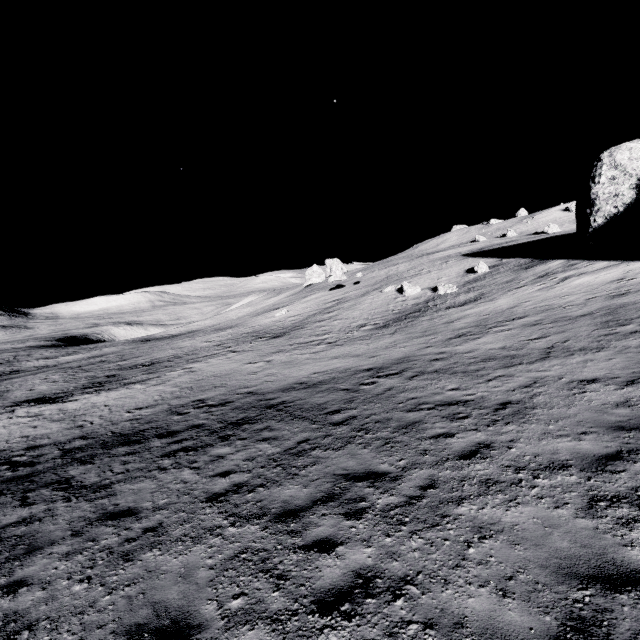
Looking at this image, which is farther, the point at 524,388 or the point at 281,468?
the point at 524,388
